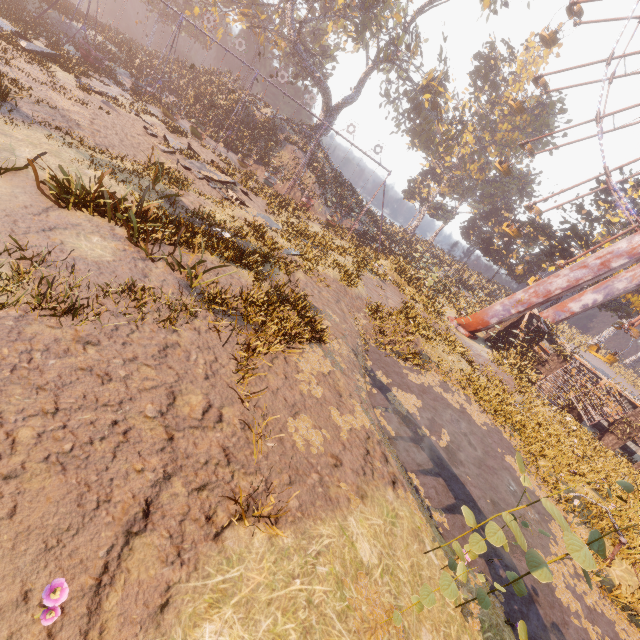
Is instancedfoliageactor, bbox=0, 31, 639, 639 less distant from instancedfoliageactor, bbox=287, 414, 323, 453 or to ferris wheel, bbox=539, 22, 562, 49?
ferris wheel, bbox=539, 22, 562, 49

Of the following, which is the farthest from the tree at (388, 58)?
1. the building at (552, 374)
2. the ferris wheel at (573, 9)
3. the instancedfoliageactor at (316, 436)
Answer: the instancedfoliageactor at (316, 436)

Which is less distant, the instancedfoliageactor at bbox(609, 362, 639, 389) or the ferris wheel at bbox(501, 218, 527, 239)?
the ferris wheel at bbox(501, 218, 527, 239)

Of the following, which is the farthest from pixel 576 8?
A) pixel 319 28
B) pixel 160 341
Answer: pixel 160 341

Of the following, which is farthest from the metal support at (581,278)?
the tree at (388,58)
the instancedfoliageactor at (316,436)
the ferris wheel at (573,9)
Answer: the tree at (388,58)

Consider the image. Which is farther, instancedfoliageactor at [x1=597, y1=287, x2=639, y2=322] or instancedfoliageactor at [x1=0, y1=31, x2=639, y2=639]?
instancedfoliageactor at [x1=597, y1=287, x2=639, y2=322]

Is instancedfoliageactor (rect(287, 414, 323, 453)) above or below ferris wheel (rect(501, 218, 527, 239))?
below

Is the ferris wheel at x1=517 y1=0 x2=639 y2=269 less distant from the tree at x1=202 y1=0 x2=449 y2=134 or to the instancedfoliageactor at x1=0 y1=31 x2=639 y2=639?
the instancedfoliageactor at x1=0 y1=31 x2=639 y2=639
